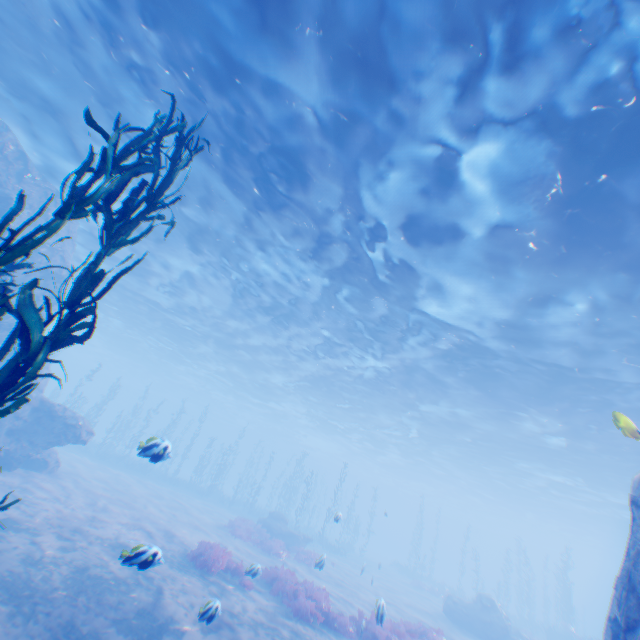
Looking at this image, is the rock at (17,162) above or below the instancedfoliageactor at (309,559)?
above

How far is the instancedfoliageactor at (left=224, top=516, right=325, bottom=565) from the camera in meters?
18.8

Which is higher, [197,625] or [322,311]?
[322,311]

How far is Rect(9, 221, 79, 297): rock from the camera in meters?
16.5 m

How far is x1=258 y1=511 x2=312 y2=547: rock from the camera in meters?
23.4

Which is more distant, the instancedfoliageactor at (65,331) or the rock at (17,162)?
the rock at (17,162)

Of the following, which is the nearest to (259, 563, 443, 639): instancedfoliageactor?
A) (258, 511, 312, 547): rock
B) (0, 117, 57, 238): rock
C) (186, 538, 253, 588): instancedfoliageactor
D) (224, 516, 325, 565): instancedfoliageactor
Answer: (186, 538, 253, 588): instancedfoliageactor

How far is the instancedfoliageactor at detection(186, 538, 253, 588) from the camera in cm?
1143
